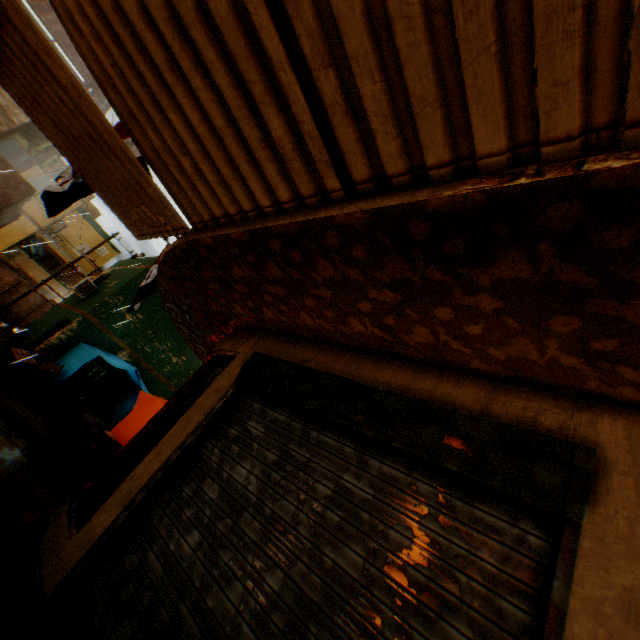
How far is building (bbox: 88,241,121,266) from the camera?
34.3 meters

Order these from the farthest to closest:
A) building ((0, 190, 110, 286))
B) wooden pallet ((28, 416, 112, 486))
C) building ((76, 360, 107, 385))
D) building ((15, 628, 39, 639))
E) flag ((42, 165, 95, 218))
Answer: building ((0, 190, 110, 286)), building ((76, 360, 107, 385)), wooden pallet ((28, 416, 112, 486)), flag ((42, 165, 95, 218)), building ((15, 628, 39, 639))

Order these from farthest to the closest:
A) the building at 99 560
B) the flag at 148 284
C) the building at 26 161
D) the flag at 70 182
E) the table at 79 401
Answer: the building at 26 161
the table at 79 401
the flag at 148 284
the flag at 70 182
the building at 99 560

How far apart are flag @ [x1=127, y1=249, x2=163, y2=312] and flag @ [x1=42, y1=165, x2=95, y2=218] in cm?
59

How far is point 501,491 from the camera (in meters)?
1.83

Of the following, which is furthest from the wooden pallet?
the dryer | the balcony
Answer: the dryer

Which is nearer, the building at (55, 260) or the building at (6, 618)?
the building at (6, 618)
